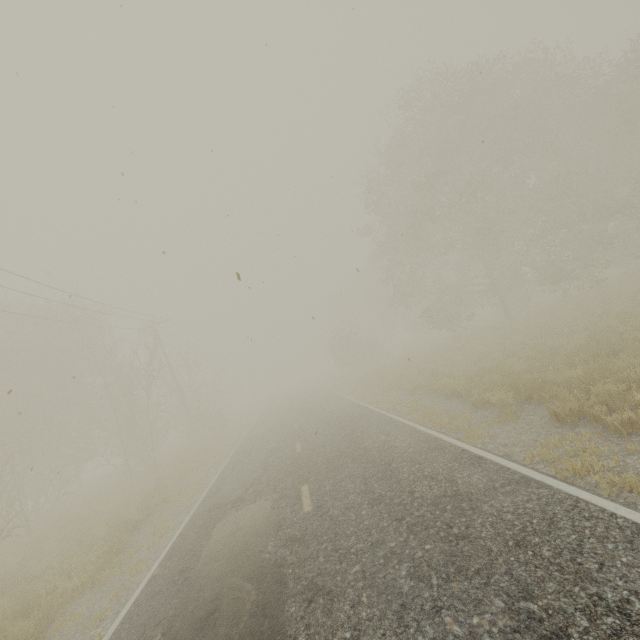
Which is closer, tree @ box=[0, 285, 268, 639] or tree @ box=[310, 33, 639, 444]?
tree @ box=[0, 285, 268, 639]

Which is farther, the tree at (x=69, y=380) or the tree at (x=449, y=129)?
the tree at (x=449, y=129)

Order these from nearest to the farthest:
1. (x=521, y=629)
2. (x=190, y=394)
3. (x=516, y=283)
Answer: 1. (x=521, y=629)
2. (x=516, y=283)
3. (x=190, y=394)
